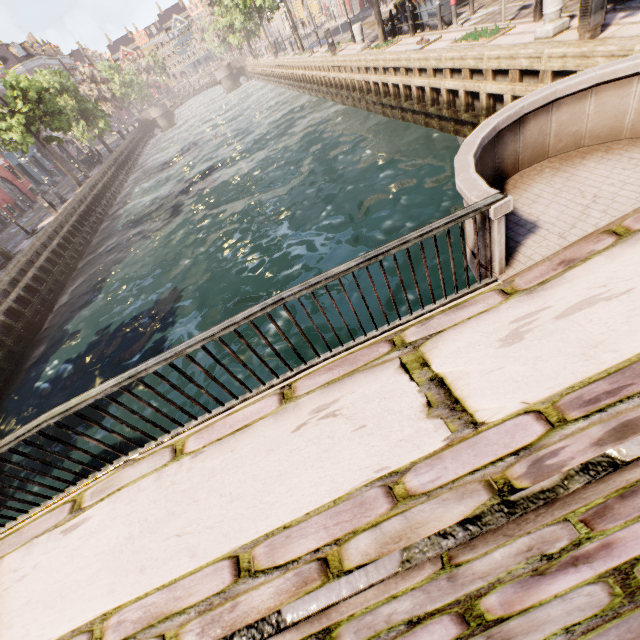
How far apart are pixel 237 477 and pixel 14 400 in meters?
13.6 m

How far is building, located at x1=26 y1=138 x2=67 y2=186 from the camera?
38.3 meters

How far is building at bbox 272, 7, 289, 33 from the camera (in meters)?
57.98

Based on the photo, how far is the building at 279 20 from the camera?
57.98m

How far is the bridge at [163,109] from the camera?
52.0m

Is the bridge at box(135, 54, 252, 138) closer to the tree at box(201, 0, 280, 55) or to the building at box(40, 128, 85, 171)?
the tree at box(201, 0, 280, 55)

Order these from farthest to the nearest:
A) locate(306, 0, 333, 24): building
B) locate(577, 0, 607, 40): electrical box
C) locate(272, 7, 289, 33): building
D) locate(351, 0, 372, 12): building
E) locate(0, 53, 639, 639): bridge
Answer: locate(272, 7, 289, 33): building < locate(306, 0, 333, 24): building < locate(351, 0, 372, 12): building < locate(577, 0, 607, 40): electrical box < locate(0, 53, 639, 639): bridge

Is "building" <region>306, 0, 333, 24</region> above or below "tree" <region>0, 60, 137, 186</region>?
below
